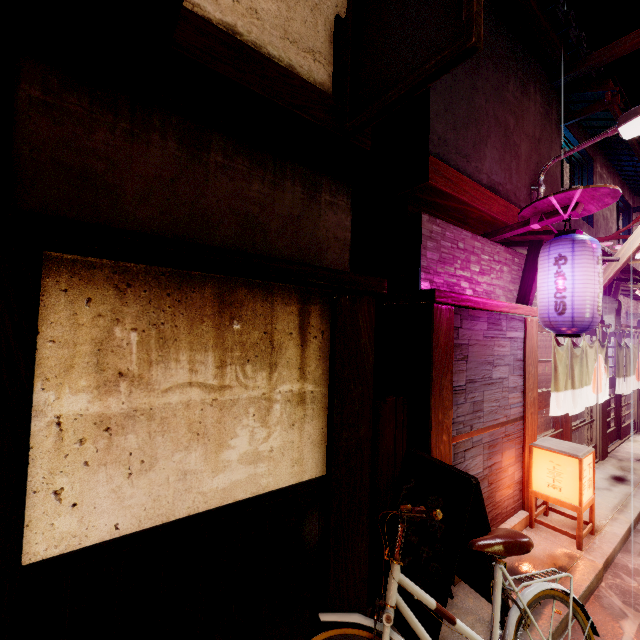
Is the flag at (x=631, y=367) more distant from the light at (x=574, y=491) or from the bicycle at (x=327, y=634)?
the bicycle at (x=327, y=634)

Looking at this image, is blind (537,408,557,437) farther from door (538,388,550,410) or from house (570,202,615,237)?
house (570,202,615,237)

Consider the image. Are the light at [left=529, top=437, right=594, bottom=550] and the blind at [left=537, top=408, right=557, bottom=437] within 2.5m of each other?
yes

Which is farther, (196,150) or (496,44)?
(496,44)

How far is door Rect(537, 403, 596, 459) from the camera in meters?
10.5

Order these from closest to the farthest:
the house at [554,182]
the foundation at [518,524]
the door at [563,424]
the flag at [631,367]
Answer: the foundation at [518,524] → the house at [554,182] → the door at [563,424] → the flag at [631,367]

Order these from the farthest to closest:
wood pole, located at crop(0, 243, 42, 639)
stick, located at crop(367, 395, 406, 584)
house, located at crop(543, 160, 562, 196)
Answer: house, located at crop(543, 160, 562, 196) < stick, located at crop(367, 395, 406, 584) < wood pole, located at crop(0, 243, 42, 639)

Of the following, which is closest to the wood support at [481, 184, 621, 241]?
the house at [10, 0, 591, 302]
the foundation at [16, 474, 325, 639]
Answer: the house at [10, 0, 591, 302]
